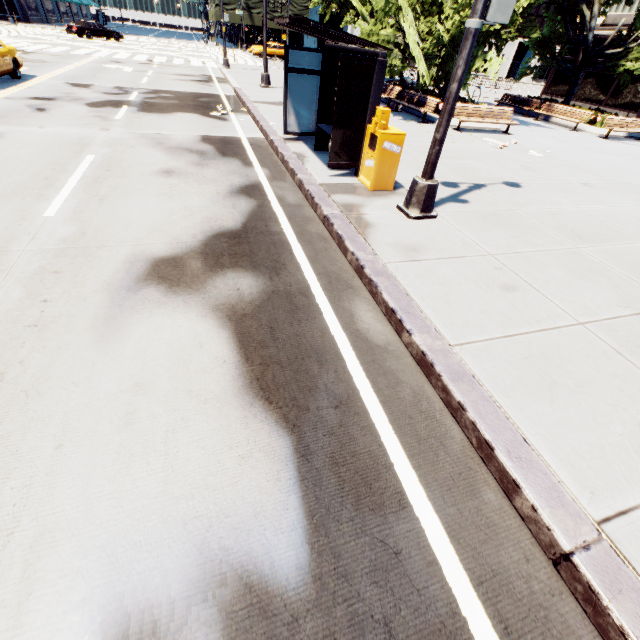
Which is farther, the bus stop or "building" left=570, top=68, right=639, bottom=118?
"building" left=570, top=68, right=639, bottom=118

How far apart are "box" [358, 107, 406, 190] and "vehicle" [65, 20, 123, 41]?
43.90m

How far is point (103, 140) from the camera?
8.0 meters

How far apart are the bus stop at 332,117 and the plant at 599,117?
17.1m

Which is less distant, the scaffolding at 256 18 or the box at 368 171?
the box at 368 171

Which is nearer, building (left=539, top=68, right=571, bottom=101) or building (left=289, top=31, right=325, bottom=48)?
building (left=539, top=68, right=571, bottom=101)

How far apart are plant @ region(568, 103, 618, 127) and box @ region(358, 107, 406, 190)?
18.2 meters

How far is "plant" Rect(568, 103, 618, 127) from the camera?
16.8 meters
